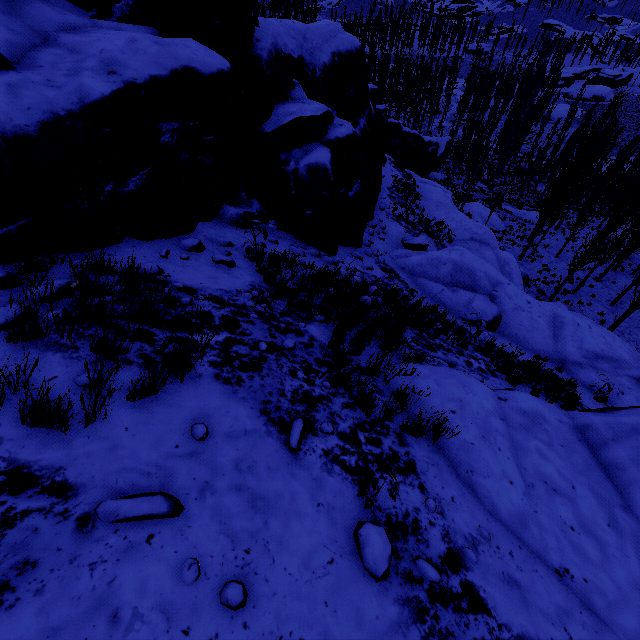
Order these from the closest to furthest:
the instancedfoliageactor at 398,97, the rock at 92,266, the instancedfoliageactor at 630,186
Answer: the rock at 92,266
the instancedfoliageactor at 630,186
the instancedfoliageactor at 398,97

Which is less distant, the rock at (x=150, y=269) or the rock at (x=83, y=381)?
the rock at (x=83, y=381)

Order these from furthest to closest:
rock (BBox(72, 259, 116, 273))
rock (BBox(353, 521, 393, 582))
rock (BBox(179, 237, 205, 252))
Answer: rock (BBox(179, 237, 205, 252))
rock (BBox(72, 259, 116, 273))
rock (BBox(353, 521, 393, 582))

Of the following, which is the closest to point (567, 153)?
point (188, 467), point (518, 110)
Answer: point (518, 110)

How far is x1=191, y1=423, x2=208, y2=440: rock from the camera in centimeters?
305cm

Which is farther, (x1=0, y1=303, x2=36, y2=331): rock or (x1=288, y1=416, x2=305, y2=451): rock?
(x1=288, y1=416, x2=305, y2=451): rock

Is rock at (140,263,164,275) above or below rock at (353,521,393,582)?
above
